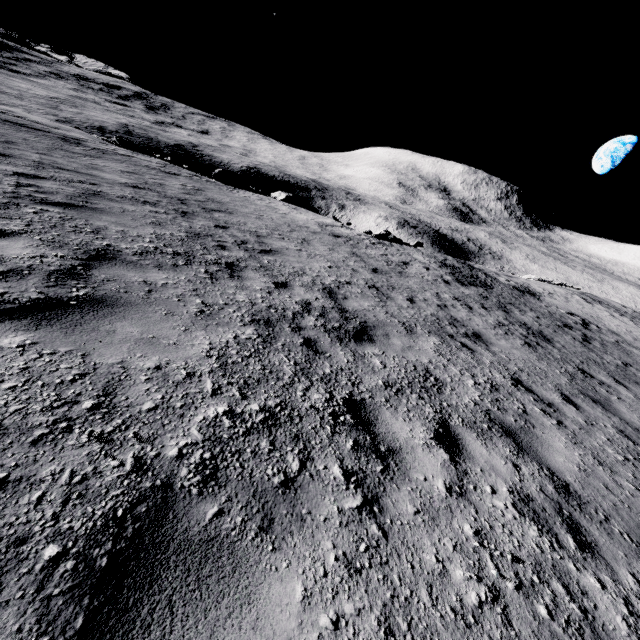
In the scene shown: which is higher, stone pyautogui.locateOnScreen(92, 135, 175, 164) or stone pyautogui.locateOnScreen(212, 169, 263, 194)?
stone pyautogui.locateOnScreen(212, 169, 263, 194)

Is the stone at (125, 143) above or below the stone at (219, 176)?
below

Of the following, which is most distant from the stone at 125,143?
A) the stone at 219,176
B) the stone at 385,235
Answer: the stone at 385,235

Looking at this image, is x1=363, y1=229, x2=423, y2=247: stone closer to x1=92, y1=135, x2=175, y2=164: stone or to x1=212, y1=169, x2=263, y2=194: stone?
x1=212, y1=169, x2=263, y2=194: stone

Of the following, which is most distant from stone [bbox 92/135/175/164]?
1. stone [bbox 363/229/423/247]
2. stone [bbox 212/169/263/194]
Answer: stone [bbox 363/229/423/247]

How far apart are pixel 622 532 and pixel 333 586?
3.08m

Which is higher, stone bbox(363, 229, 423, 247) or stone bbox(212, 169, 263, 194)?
stone bbox(212, 169, 263, 194)
